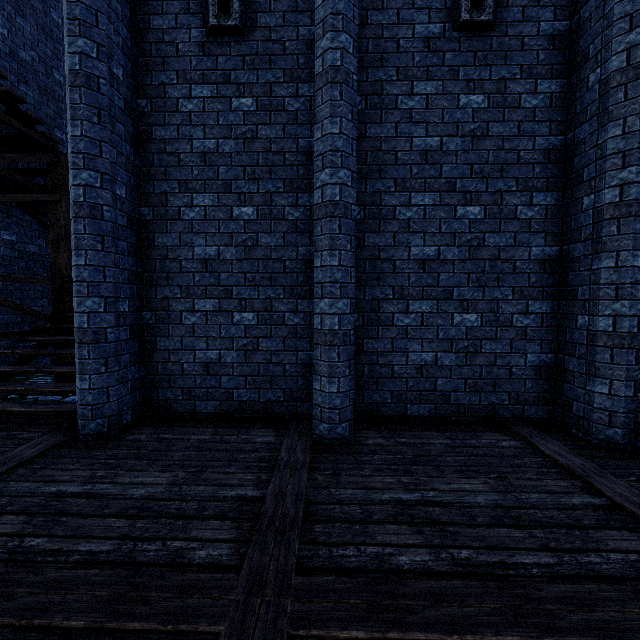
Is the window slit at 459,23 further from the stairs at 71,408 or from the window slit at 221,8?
the stairs at 71,408

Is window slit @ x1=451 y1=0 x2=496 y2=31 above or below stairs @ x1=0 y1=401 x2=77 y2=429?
above

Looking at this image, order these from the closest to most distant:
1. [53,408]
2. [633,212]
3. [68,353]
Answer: [633,212]
[53,408]
[68,353]

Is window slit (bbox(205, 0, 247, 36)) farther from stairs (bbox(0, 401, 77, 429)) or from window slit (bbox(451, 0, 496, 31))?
stairs (bbox(0, 401, 77, 429))

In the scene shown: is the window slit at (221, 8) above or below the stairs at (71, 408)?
above

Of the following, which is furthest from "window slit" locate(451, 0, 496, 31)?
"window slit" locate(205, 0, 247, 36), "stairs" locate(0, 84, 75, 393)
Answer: "stairs" locate(0, 84, 75, 393)
